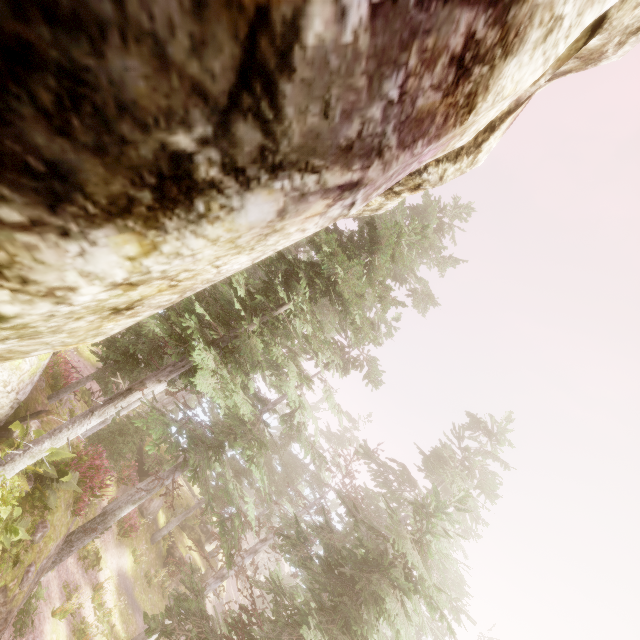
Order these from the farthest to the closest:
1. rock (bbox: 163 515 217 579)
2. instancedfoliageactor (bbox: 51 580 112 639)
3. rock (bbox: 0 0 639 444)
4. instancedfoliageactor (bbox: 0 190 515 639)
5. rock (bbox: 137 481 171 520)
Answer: rock (bbox: 163 515 217 579)
rock (bbox: 137 481 171 520)
instancedfoliageactor (bbox: 51 580 112 639)
instancedfoliageactor (bbox: 0 190 515 639)
rock (bbox: 0 0 639 444)

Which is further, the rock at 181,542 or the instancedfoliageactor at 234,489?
the rock at 181,542

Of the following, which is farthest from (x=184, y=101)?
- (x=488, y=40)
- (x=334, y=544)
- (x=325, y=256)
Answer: (x=334, y=544)

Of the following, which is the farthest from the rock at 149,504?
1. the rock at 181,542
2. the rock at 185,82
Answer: the rock at 185,82

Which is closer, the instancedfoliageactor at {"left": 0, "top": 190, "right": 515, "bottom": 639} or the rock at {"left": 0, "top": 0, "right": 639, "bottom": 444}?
the rock at {"left": 0, "top": 0, "right": 639, "bottom": 444}

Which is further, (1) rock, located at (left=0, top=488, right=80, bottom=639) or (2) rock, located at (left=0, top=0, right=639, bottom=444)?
(1) rock, located at (left=0, top=488, right=80, bottom=639)

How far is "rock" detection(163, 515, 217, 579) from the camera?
24.8m

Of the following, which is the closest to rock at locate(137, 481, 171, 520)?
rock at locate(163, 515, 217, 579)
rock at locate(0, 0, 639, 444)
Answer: rock at locate(163, 515, 217, 579)
